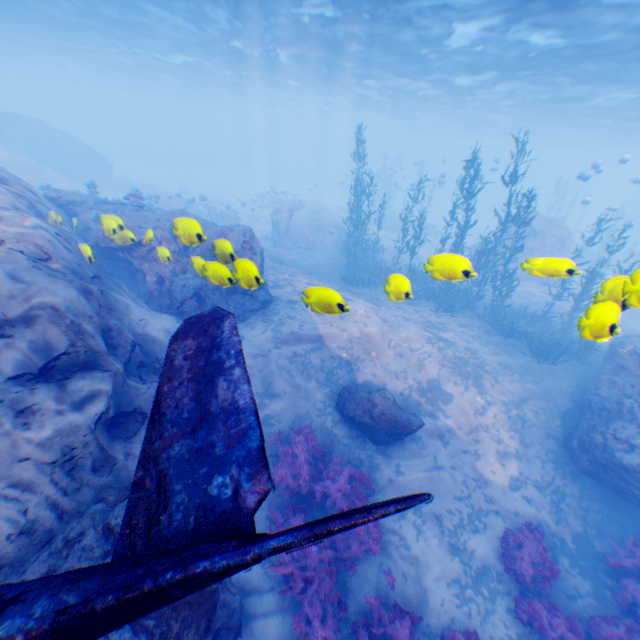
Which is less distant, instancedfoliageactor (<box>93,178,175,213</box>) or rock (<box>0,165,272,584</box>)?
rock (<box>0,165,272,584</box>)

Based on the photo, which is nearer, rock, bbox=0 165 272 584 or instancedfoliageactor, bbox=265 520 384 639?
rock, bbox=0 165 272 584

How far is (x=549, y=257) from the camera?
4.7m

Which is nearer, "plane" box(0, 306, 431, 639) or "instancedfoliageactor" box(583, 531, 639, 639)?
"plane" box(0, 306, 431, 639)

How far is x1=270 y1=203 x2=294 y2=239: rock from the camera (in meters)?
24.11

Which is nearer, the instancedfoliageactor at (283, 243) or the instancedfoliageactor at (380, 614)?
the instancedfoliageactor at (380, 614)

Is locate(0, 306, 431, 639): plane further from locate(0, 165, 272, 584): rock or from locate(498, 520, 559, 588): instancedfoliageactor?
locate(498, 520, 559, 588): instancedfoliageactor

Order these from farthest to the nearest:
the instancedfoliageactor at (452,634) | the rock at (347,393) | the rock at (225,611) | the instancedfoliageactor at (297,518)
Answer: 1. the rock at (347,393)
2. the instancedfoliageactor at (297,518)
3. the instancedfoliageactor at (452,634)
4. the rock at (225,611)
